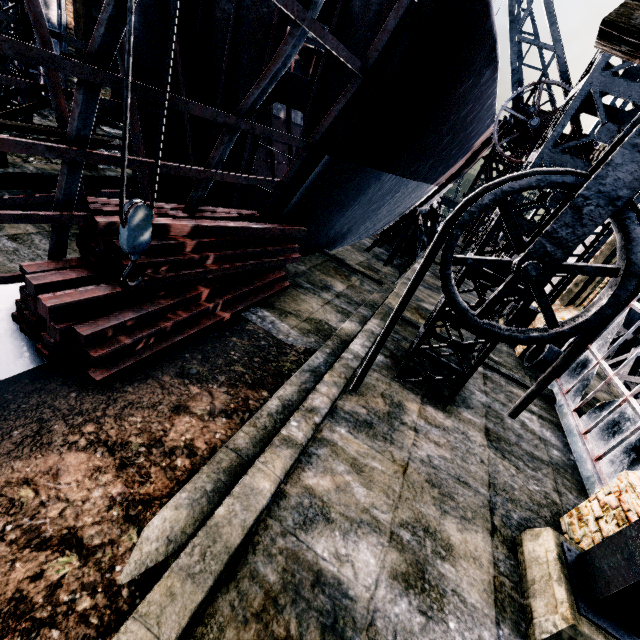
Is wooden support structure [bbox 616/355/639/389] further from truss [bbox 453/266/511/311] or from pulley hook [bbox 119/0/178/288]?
pulley hook [bbox 119/0/178/288]

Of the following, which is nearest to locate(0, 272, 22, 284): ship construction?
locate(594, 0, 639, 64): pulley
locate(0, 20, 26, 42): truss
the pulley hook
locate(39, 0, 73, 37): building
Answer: the pulley hook

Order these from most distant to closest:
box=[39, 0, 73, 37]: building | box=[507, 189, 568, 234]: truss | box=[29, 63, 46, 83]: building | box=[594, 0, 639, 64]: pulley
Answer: box=[29, 63, 46, 83]: building < box=[39, 0, 73, 37]: building < box=[507, 189, 568, 234]: truss < box=[594, 0, 639, 64]: pulley

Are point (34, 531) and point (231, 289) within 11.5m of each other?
yes

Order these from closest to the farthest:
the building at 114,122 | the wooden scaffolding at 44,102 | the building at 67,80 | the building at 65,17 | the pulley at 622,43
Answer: the pulley at 622,43 → the wooden scaffolding at 44,102 → the building at 65,17 → the building at 67,80 → the building at 114,122

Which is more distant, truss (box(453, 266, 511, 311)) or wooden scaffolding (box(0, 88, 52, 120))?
wooden scaffolding (box(0, 88, 52, 120))

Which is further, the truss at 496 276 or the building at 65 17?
the building at 65 17

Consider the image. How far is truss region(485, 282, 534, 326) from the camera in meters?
7.1
